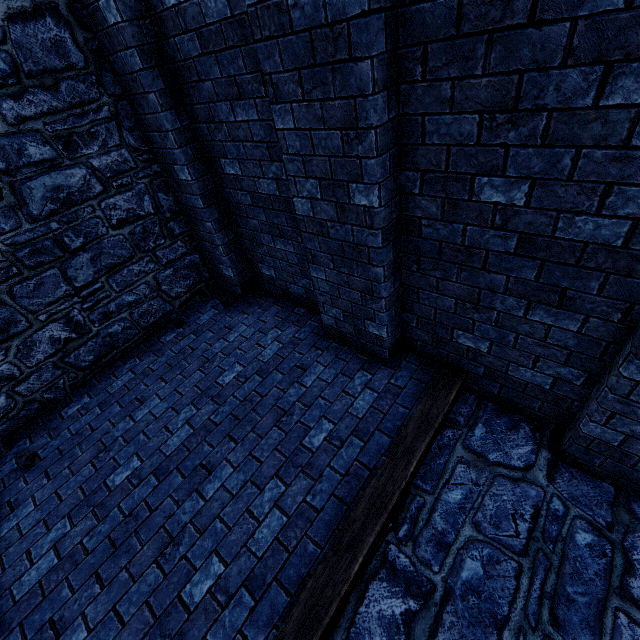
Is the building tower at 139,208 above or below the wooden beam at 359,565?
above

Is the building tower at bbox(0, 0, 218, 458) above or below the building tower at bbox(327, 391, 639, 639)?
above

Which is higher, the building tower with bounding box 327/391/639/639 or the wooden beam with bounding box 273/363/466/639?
the wooden beam with bounding box 273/363/466/639

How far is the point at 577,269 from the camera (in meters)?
2.19

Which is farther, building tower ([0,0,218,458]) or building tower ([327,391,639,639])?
building tower ([0,0,218,458])

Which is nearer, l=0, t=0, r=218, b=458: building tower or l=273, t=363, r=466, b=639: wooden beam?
l=273, t=363, r=466, b=639: wooden beam

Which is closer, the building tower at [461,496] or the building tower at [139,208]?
the building tower at [461,496]
